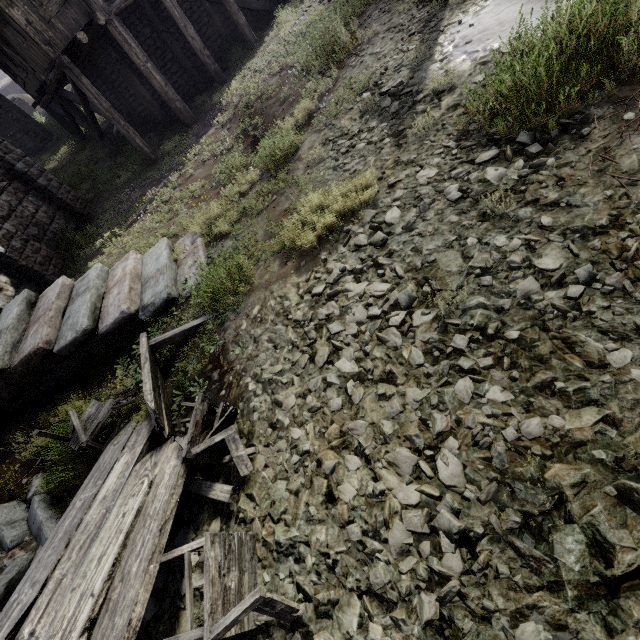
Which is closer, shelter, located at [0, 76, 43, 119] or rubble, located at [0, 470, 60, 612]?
rubble, located at [0, 470, 60, 612]

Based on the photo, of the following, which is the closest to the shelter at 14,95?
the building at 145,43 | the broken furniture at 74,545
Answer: the building at 145,43

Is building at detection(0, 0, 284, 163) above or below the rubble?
above

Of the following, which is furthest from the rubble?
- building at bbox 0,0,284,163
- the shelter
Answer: the shelter

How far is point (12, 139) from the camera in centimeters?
2005cm

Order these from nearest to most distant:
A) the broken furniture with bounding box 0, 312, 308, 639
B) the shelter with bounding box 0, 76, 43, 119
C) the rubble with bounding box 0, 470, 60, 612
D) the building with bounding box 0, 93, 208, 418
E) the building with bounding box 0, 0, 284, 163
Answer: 1. the broken furniture with bounding box 0, 312, 308, 639
2. the rubble with bounding box 0, 470, 60, 612
3. the building with bounding box 0, 93, 208, 418
4. the building with bounding box 0, 0, 284, 163
5. the shelter with bounding box 0, 76, 43, 119

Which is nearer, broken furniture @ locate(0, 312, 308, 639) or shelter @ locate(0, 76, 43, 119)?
broken furniture @ locate(0, 312, 308, 639)

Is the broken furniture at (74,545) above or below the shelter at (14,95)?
below
